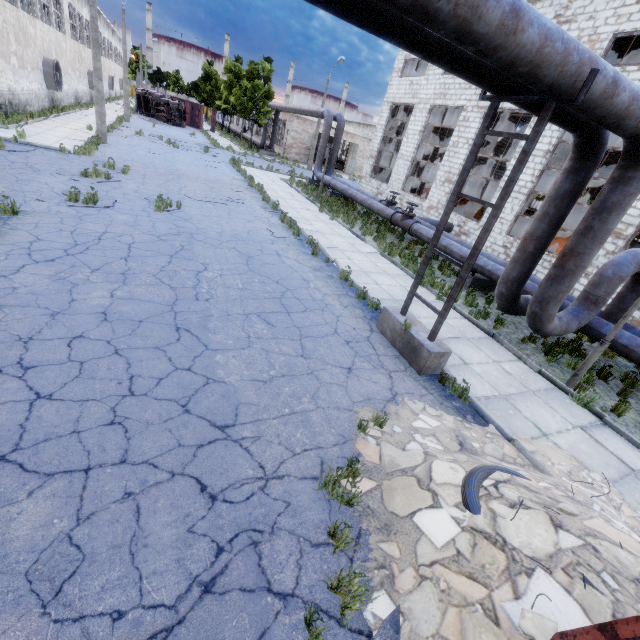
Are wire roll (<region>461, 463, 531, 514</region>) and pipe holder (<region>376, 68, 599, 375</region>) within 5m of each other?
yes

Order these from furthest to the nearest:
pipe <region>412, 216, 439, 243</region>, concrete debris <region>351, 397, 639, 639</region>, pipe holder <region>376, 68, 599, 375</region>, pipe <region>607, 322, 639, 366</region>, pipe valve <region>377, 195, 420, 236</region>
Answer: pipe valve <region>377, 195, 420, 236</region>, pipe <region>412, 216, 439, 243</region>, pipe <region>607, 322, 639, 366</region>, pipe holder <region>376, 68, 599, 375</region>, concrete debris <region>351, 397, 639, 639</region>

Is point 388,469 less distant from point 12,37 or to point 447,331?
point 447,331

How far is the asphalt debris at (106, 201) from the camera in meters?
9.4 m

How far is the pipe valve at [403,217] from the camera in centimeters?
1499cm

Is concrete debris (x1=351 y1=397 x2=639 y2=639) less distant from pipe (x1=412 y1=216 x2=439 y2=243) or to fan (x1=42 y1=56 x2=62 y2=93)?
pipe (x1=412 y1=216 x2=439 y2=243)

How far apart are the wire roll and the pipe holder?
2.47m

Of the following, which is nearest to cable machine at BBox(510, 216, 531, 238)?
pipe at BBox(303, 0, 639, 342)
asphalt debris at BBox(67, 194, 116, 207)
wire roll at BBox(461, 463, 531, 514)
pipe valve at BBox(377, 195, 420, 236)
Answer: pipe at BBox(303, 0, 639, 342)
